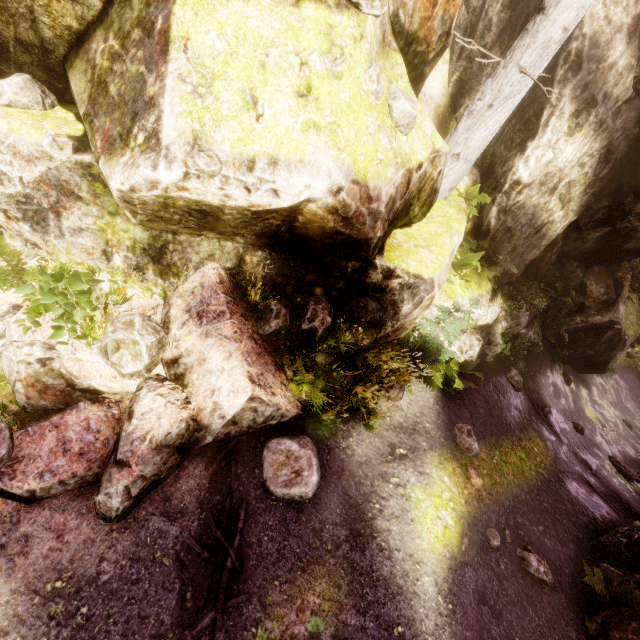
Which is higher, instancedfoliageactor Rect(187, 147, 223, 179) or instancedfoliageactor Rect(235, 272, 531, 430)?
instancedfoliageactor Rect(187, 147, 223, 179)

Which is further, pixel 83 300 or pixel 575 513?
pixel 575 513

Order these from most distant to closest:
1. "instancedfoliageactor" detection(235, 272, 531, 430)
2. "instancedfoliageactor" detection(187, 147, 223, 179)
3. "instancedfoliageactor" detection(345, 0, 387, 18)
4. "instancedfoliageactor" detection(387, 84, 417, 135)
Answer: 1. "instancedfoliageactor" detection(235, 272, 531, 430)
2. "instancedfoliageactor" detection(387, 84, 417, 135)
3. "instancedfoliageactor" detection(345, 0, 387, 18)
4. "instancedfoliageactor" detection(187, 147, 223, 179)

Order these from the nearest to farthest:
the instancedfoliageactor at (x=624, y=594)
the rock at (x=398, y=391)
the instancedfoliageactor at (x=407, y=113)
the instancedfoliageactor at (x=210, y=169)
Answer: the instancedfoliageactor at (x=210, y=169), the instancedfoliageactor at (x=407, y=113), the instancedfoliageactor at (x=624, y=594), the rock at (x=398, y=391)

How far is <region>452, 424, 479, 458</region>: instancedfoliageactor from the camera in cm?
765

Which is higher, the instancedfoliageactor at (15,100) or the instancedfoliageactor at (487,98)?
the instancedfoliageactor at (487,98)
